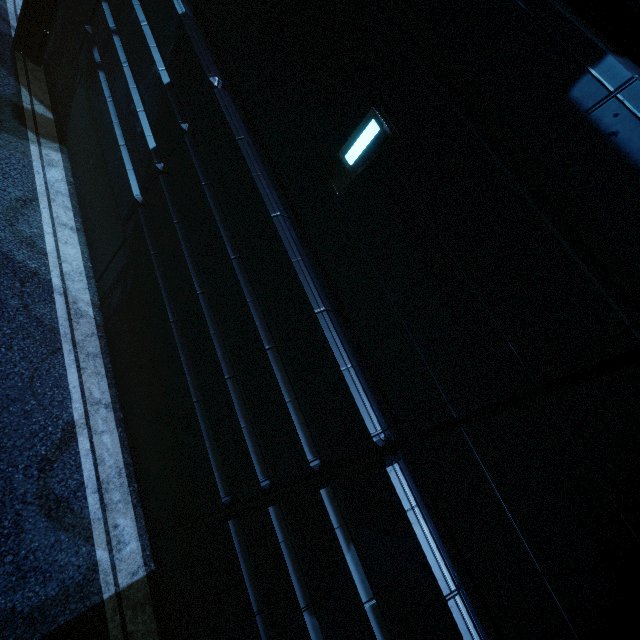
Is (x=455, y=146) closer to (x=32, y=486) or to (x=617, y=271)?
(x=617, y=271)
